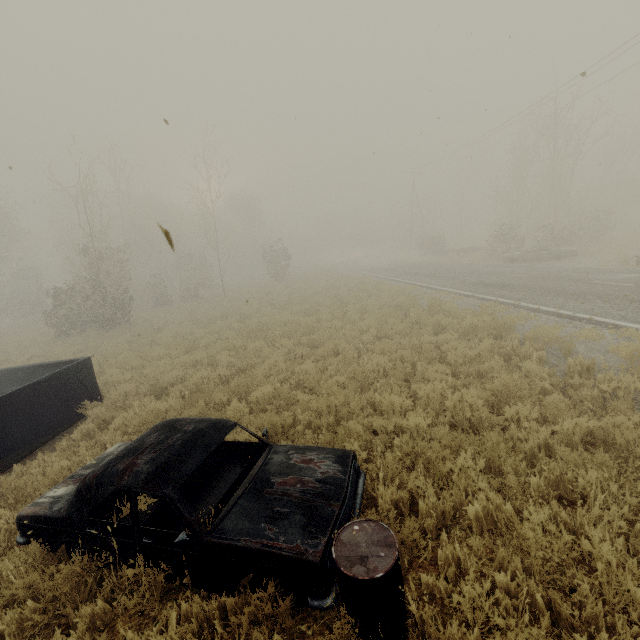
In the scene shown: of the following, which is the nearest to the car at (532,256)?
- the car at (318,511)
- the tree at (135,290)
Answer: the tree at (135,290)

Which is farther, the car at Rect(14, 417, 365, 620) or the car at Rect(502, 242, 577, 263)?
the car at Rect(502, 242, 577, 263)

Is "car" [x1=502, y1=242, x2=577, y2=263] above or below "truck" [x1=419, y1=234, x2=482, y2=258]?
below

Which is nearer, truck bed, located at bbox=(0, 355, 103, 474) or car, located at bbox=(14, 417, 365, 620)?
car, located at bbox=(14, 417, 365, 620)

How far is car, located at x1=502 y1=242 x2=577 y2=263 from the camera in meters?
21.1 m

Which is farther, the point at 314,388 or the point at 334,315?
the point at 334,315

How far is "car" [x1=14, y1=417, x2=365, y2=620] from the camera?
3.0m

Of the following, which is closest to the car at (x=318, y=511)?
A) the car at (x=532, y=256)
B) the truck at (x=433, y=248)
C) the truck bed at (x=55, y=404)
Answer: the truck bed at (x=55, y=404)
